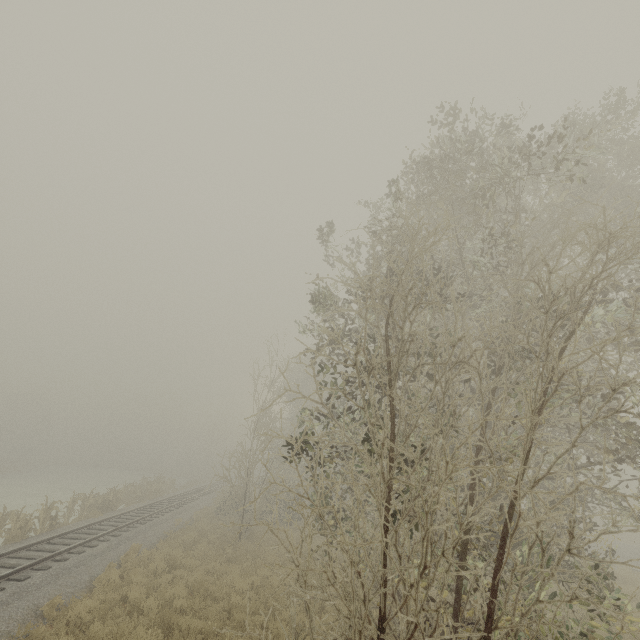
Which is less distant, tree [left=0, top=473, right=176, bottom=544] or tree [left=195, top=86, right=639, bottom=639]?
tree [left=195, top=86, right=639, bottom=639]

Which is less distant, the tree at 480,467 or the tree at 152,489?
the tree at 480,467

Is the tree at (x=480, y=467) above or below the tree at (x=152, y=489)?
above

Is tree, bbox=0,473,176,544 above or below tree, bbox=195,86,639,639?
below

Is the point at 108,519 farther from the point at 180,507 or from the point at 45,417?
the point at 45,417
